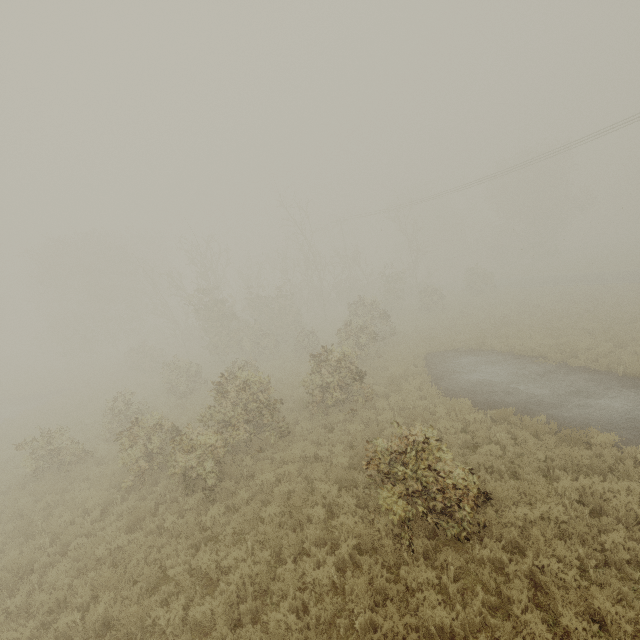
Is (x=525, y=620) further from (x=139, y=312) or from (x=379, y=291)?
(x=139, y=312)

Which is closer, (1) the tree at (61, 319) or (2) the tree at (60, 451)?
(1) the tree at (61, 319)

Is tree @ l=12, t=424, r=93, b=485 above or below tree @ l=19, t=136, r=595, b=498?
below

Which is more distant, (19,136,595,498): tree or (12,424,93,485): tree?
(12,424,93,485): tree

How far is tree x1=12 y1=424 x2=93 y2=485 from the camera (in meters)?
12.10

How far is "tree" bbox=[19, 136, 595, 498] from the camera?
11.38m

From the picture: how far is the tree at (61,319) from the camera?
11.4m
